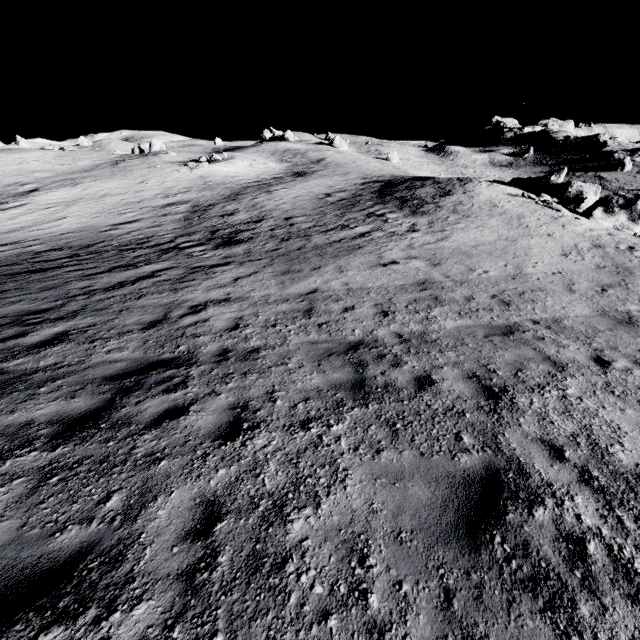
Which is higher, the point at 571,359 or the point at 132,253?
the point at 571,359
